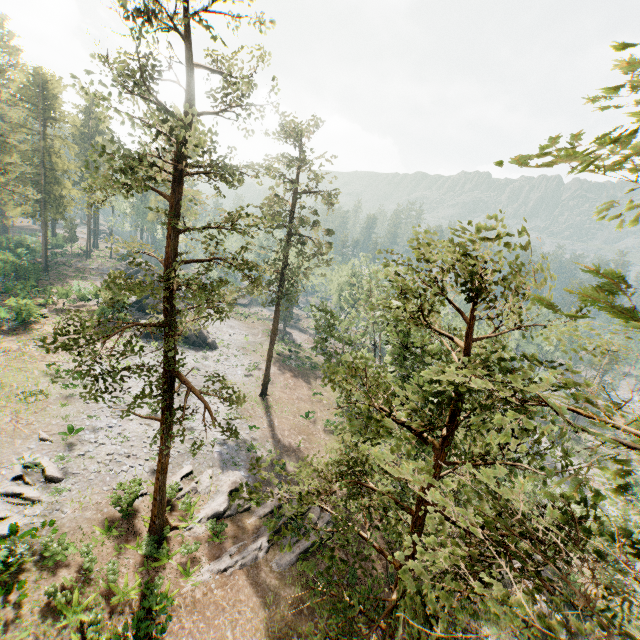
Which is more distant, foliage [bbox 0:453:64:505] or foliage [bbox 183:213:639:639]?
foliage [bbox 0:453:64:505]

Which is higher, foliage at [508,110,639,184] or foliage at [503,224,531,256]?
foliage at [508,110,639,184]

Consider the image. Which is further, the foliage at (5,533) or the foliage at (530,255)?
the foliage at (5,533)

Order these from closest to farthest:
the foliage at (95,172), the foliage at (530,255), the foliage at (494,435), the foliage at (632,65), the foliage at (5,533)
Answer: the foliage at (632,65) → the foliage at (494,435) → the foliage at (530,255) → the foliage at (95,172) → the foliage at (5,533)

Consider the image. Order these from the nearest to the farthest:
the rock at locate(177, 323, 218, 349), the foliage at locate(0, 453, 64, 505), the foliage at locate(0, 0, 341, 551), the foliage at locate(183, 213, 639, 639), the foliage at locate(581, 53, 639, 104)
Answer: the foliage at locate(581, 53, 639, 104), the foliage at locate(183, 213, 639, 639), the foliage at locate(0, 0, 341, 551), the foliage at locate(0, 453, 64, 505), the rock at locate(177, 323, 218, 349)

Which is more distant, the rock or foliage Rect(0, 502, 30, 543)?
the rock

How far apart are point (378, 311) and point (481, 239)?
36.5 meters
